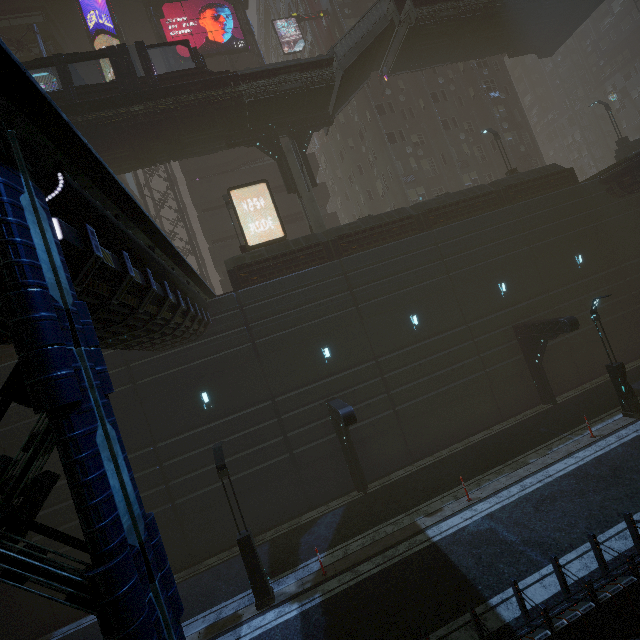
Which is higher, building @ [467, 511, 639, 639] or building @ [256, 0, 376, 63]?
building @ [256, 0, 376, 63]

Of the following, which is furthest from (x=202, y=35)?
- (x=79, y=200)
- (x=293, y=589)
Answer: (x=293, y=589)

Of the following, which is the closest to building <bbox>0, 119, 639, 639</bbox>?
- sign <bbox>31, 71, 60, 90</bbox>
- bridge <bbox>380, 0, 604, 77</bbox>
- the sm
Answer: the sm

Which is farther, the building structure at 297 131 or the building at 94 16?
the building at 94 16

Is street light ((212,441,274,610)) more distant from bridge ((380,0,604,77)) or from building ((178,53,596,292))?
bridge ((380,0,604,77))

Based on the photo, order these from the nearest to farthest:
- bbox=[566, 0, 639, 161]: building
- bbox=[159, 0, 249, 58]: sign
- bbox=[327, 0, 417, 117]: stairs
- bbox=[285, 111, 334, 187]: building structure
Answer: bbox=[327, 0, 417, 117]: stairs
bbox=[285, 111, 334, 187]: building structure
bbox=[159, 0, 249, 58]: sign
bbox=[566, 0, 639, 161]: building

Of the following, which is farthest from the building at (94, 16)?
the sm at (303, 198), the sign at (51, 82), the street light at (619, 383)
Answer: the sign at (51, 82)

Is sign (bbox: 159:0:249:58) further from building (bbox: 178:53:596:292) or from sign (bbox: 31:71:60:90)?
sign (bbox: 31:71:60:90)
